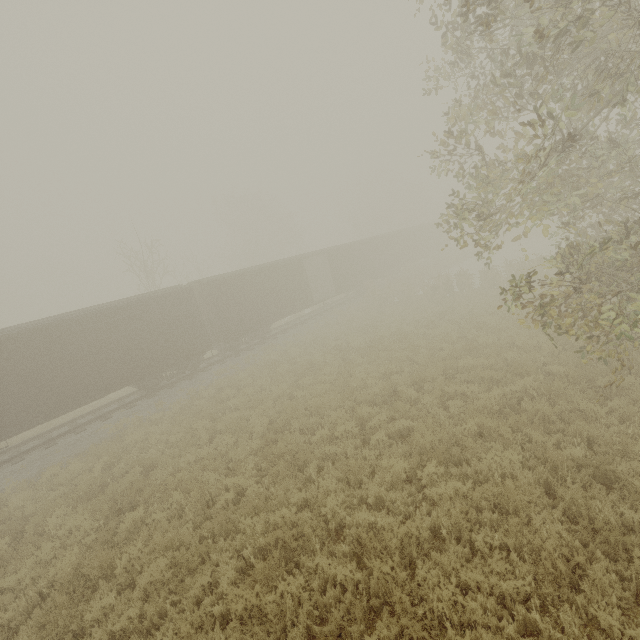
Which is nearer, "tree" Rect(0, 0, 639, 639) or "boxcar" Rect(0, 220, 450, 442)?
"tree" Rect(0, 0, 639, 639)

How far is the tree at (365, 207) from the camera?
48.56m

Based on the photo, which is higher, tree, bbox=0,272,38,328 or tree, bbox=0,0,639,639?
tree, bbox=0,272,38,328

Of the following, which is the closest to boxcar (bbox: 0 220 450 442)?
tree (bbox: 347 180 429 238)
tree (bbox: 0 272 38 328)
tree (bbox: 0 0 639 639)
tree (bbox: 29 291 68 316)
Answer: tree (bbox: 0 0 639 639)

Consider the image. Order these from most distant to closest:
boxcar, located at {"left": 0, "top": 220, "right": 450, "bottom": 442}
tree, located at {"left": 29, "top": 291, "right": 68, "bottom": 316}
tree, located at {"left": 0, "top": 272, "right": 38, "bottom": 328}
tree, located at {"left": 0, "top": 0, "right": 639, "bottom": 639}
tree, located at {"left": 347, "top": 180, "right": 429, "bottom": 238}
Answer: tree, located at {"left": 29, "top": 291, "right": 68, "bottom": 316} → tree, located at {"left": 0, "top": 272, "right": 38, "bottom": 328} → tree, located at {"left": 347, "top": 180, "right": 429, "bottom": 238} → boxcar, located at {"left": 0, "top": 220, "right": 450, "bottom": 442} → tree, located at {"left": 0, "top": 0, "right": 639, "bottom": 639}

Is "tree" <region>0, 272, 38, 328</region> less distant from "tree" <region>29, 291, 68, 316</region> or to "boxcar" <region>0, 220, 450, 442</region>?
"tree" <region>29, 291, 68, 316</region>

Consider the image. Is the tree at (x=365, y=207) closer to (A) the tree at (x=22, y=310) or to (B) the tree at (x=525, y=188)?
(B) the tree at (x=525, y=188)

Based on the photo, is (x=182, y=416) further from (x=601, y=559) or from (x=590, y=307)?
(x=590, y=307)
